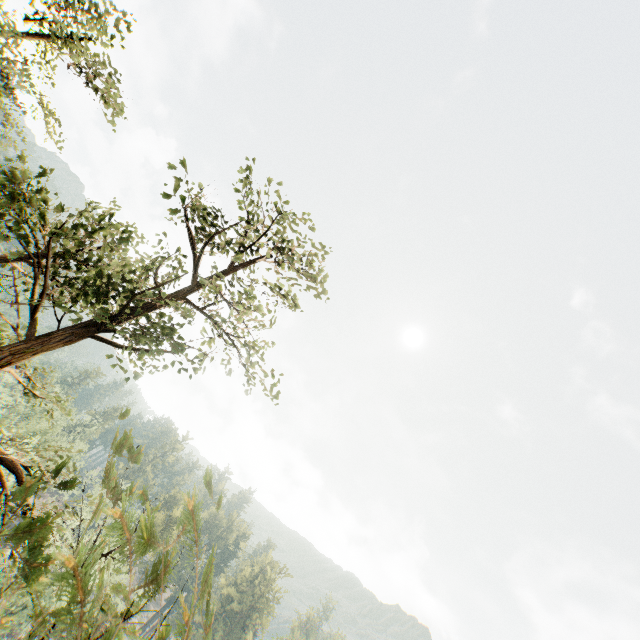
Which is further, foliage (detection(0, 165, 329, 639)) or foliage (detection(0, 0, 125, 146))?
foliage (detection(0, 0, 125, 146))

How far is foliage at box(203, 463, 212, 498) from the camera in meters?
1.4

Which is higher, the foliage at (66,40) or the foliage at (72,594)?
the foliage at (66,40)

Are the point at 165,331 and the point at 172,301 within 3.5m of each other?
yes

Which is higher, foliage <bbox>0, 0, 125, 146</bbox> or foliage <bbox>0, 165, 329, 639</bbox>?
foliage <bbox>0, 0, 125, 146</bbox>

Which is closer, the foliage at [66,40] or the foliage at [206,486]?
the foliage at [206,486]
